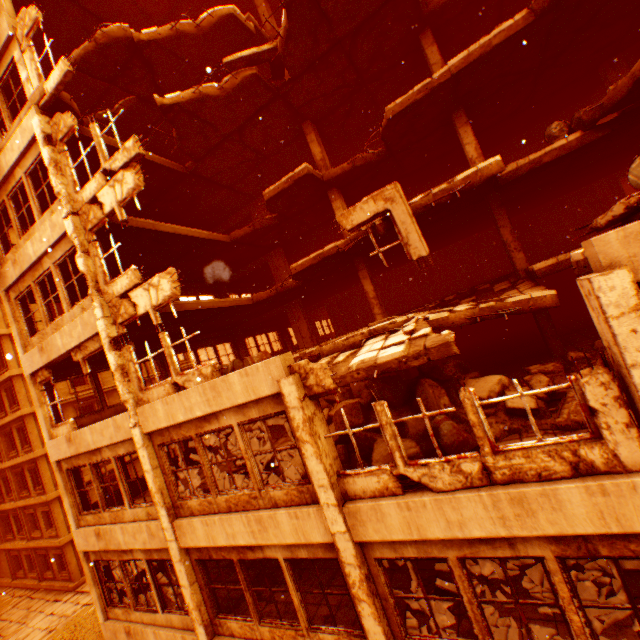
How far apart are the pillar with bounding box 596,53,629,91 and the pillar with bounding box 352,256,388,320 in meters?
9.8 m

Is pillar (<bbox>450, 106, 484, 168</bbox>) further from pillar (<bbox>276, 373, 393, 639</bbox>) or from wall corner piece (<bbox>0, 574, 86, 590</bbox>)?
wall corner piece (<bbox>0, 574, 86, 590</bbox>)

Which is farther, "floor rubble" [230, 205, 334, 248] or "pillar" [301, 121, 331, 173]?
"floor rubble" [230, 205, 334, 248]

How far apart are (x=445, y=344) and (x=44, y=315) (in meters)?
11.96

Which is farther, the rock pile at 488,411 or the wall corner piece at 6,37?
the wall corner piece at 6,37

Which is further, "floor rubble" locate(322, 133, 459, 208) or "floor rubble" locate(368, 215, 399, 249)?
"floor rubble" locate(322, 133, 459, 208)

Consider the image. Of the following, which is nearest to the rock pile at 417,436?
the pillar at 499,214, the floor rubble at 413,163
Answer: the pillar at 499,214

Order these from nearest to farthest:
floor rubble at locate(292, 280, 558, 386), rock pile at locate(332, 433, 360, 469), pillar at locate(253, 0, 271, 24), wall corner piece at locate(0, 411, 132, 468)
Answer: floor rubble at locate(292, 280, 558, 386) < rock pile at locate(332, 433, 360, 469) < wall corner piece at locate(0, 411, 132, 468) < pillar at locate(253, 0, 271, 24)
